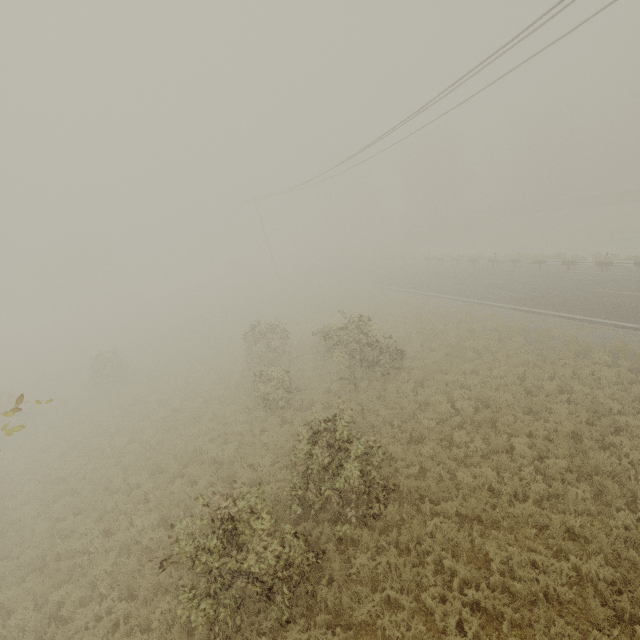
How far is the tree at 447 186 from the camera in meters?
50.5

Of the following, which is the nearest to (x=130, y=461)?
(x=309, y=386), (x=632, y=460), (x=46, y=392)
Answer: (x=309, y=386)

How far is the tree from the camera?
50.5 meters
